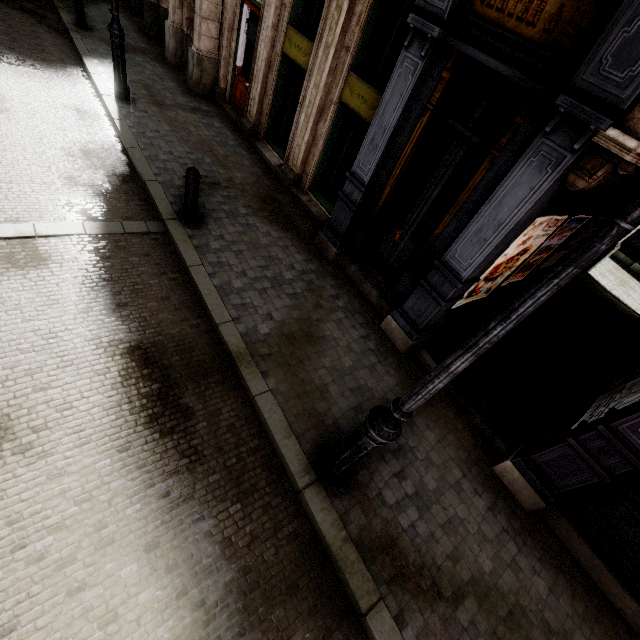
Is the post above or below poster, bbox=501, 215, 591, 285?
below

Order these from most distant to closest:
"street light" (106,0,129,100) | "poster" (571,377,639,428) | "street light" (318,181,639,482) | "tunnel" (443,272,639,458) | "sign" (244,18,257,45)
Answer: "sign" (244,18,257,45) → "street light" (106,0,129,100) → "tunnel" (443,272,639,458) → "poster" (571,377,639,428) → "street light" (318,181,639,482)

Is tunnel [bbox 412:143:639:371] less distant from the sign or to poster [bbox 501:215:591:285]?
poster [bbox 501:215:591:285]

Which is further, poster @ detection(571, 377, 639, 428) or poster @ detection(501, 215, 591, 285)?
poster @ detection(501, 215, 591, 285)

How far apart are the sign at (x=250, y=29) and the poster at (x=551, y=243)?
8.7 meters

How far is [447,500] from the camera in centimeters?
417cm

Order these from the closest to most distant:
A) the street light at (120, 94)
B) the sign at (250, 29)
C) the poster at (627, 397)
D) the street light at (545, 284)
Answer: the street light at (545, 284) → the poster at (627, 397) → the street light at (120, 94) → the sign at (250, 29)

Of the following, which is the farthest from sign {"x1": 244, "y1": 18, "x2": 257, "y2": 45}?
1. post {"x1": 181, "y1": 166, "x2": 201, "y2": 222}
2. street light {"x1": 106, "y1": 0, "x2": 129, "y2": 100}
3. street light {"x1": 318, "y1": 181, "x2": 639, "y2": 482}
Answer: street light {"x1": 318, "y1": 181, "x2": 639, "y2": 482}
